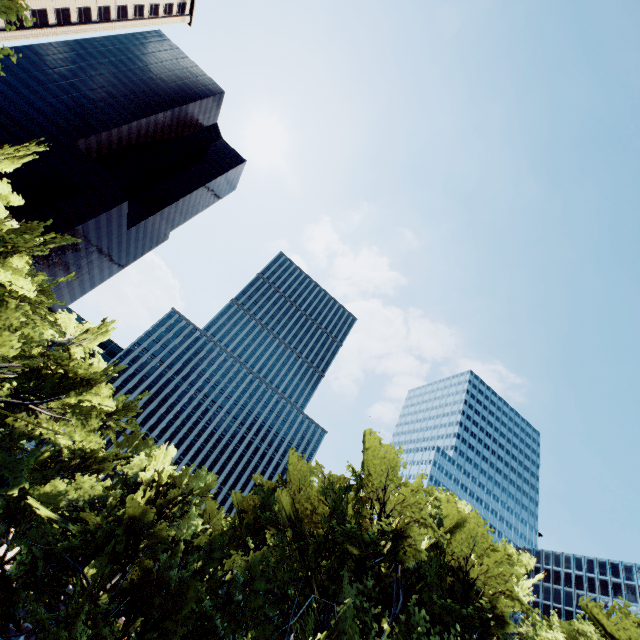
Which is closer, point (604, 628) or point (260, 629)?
point (604, 628)

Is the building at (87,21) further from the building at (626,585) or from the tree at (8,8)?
the building at (626,585)

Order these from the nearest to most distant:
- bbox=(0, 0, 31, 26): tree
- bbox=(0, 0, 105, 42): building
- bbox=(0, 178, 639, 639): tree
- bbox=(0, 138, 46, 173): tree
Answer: bbox=(0, 0, 31, 26): tree, bbox=(0, 138, 46, 173): tree, bbox=(0, 178, 639, 639): tree, bbox=(0, 0, 105, 42): building

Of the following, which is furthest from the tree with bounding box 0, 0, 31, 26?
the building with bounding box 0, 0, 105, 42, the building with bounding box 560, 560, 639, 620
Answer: the building with bounding box 560, 560, 639, 620

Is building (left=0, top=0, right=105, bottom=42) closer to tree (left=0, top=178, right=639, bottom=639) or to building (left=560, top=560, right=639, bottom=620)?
tree (left=0, top=178, right=639, bottom=639)

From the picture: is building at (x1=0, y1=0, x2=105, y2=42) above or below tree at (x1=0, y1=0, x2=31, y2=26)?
above

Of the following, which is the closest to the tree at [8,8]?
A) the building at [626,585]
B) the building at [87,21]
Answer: the building at [87,21]
